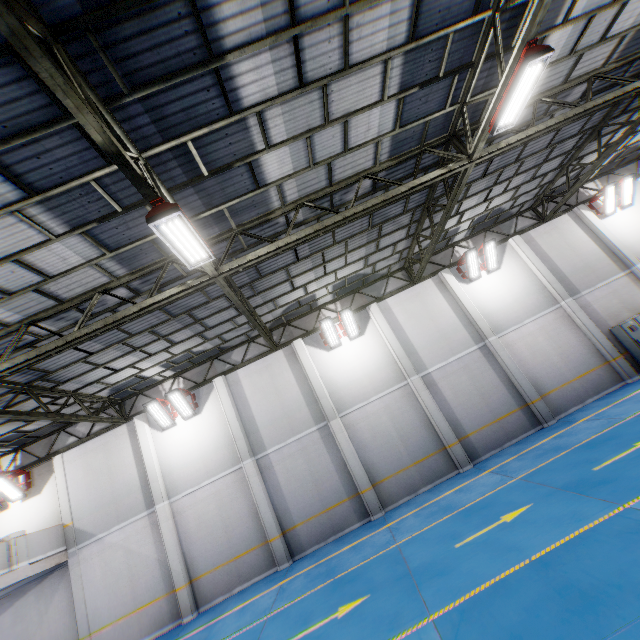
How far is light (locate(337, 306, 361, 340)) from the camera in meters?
14.4 m

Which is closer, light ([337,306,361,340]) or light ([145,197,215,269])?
light ([145,197,215,269])

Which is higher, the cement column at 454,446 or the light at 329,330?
the light at 329,330

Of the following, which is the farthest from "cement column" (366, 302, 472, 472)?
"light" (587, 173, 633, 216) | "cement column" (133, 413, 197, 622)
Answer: "light" (587, 173, 633, 216)

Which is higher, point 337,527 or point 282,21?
point 282,21

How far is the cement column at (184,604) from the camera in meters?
12.0

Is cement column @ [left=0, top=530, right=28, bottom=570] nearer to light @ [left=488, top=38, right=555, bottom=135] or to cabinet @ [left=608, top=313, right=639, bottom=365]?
light @ [left=488, top=38, right=555, bottom=135]

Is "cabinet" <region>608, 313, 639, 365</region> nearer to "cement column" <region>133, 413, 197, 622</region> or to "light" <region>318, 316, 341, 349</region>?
"light" <region>318, 316, 341, 349</region>
